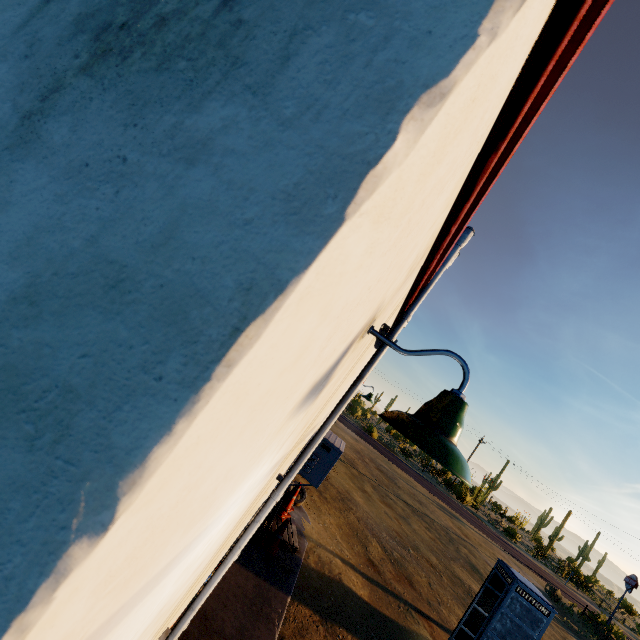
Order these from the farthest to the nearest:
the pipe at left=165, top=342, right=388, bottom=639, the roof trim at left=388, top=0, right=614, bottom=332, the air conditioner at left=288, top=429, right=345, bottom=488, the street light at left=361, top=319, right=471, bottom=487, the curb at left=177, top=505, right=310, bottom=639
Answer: the curb at left=177, top=505, right=310, bottom=639 < the air conditioner at left=288, top=429, right=345, bottom=488 < the pipe at left=165, top=342, right=388, bottom=639 < the street light at left=361, top=319, right=471, bottom=487 < the roof trim at left=388, top=0, right=614, bottom=332

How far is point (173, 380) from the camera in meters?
0.4 m

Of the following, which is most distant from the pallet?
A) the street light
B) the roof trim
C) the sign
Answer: the sign

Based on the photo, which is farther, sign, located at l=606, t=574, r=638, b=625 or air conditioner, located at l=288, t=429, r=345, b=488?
sign, located at l=606, t=574, r=638, b=625

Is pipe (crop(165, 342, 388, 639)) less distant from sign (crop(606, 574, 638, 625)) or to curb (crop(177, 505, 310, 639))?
curb (crop(177, 505, 310, 639))

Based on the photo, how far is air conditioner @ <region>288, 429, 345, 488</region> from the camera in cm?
390

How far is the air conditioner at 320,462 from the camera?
3.9m

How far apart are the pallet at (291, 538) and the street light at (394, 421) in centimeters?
639cm
